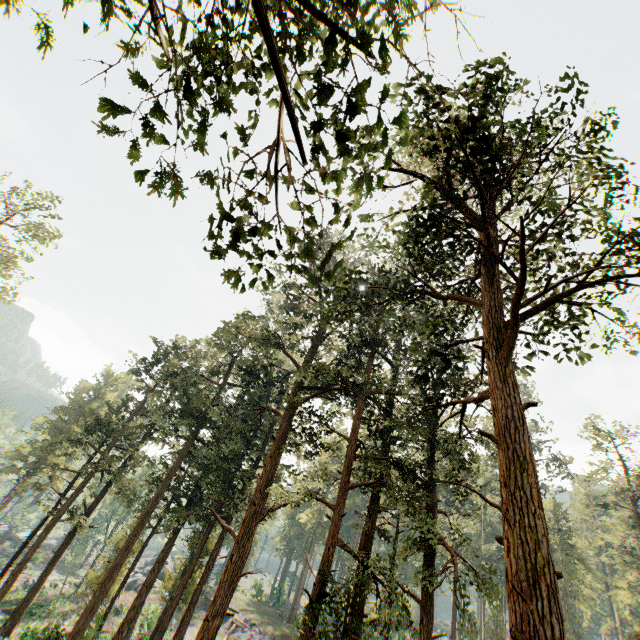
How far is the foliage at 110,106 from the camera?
3.7 meters

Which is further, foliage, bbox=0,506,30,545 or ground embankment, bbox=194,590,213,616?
foliage, bbox=0,506,30,545

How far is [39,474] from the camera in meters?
38.9 m

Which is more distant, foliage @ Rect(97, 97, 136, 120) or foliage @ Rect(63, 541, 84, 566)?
foliage @ Rect(63, 541, 84, 566)

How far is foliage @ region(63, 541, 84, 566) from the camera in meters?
42.4 m

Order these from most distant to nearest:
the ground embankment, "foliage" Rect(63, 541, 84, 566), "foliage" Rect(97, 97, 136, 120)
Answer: "foliage" Rect(63, 541, 84, 566), the ground embankment, "foliage" Rect(97, 97, 136, 120)

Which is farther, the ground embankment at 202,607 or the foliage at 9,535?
the foliage at 9,535
